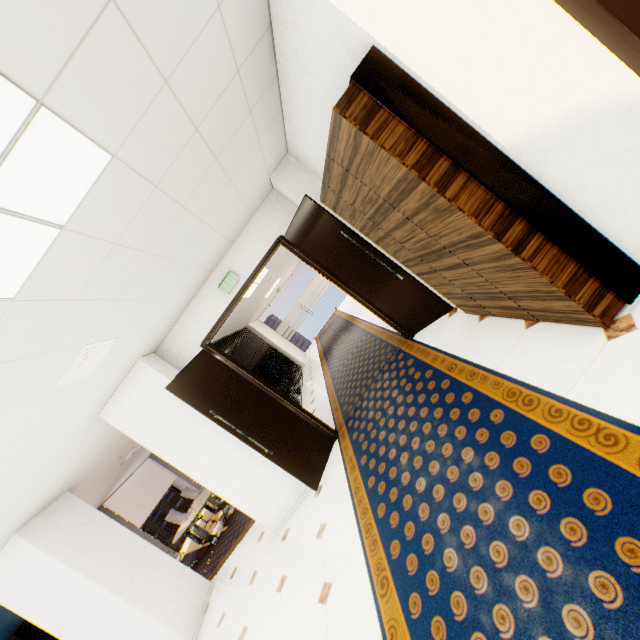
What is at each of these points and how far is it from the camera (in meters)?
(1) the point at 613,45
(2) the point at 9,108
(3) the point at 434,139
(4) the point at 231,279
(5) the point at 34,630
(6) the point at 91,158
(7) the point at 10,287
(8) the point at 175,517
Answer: (1) door, 1.15
(2) light, 1.21
(3) cupboard, 1.89
(4) sign, 4.67
(5) book, 4.86
(6) light, 1.67
(7) light, 1.75
(8) chair, 9.30

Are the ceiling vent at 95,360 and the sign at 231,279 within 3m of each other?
yes

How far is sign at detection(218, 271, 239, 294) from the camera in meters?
4.7 m

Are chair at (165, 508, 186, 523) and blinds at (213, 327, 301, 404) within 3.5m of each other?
no

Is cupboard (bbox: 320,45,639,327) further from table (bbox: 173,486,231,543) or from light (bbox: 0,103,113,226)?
table (bbox: 173,486,231,543)

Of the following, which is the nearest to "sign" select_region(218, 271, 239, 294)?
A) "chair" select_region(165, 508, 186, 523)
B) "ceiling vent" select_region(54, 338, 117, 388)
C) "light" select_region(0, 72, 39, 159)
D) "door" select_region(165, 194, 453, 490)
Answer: "door" select_region(165, 194, 453, 490)

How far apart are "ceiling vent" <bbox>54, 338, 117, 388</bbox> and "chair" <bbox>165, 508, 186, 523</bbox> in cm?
783

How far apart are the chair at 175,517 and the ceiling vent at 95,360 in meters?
7.8 m
